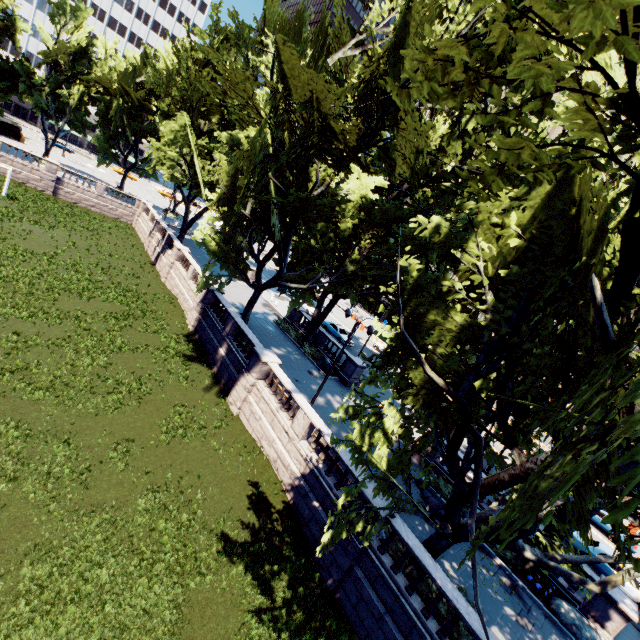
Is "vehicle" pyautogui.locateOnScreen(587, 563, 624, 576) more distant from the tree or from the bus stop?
the bus stop

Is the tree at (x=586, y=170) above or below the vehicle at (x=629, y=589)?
above

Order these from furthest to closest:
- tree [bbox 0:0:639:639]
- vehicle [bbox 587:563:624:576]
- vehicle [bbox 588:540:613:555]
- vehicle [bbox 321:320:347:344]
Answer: vehicle [bbox 321:320:347:344] < vehicle [bbox 588:540:613:555] < vehicle [bbox 587:563:624:576] < tree [bbox 0:0:639:639]

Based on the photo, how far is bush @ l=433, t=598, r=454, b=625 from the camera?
11.0 meters

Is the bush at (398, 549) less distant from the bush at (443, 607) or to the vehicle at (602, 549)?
the bush at (443, 607)

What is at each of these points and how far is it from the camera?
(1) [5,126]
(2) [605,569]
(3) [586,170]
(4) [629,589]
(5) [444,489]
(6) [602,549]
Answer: (1) bus stop, 48.9m
(2) vehicle, 19.3m
(3) tree, 6.1m
(4) vehicle, 18.5m
(5) bush, 18.8m
(6) vehicle, 19.8m

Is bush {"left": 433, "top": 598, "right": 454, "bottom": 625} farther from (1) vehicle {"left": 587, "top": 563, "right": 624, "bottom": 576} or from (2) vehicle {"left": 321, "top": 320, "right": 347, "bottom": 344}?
(2) vehicle {"left": 321, "top": 320, "right": 347, "bottom": 344}

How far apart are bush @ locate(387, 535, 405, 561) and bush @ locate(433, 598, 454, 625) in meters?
1.7
